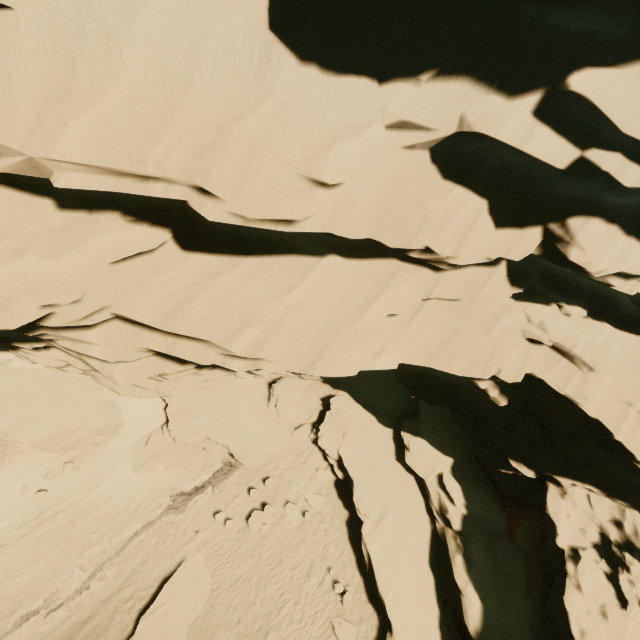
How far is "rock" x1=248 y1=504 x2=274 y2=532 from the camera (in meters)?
15.28

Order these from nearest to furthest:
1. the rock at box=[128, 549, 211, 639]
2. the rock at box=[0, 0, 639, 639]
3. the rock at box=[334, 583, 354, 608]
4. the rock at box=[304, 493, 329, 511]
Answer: the rock at box=[0, 0, 639, 639] → the rock at box=[128, 549, 211, 639] → the rock at box=[334, 583, 354, 608] → the rock at box=[304, 493, 329, 511]

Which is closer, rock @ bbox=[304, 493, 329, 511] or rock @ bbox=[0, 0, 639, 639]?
rock @ bbox=[0, 0, 639, 639]

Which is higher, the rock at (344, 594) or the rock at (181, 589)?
the rock at (344, 594)

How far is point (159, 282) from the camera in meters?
7.0 m

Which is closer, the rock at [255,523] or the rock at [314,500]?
the rock at [255,523]
